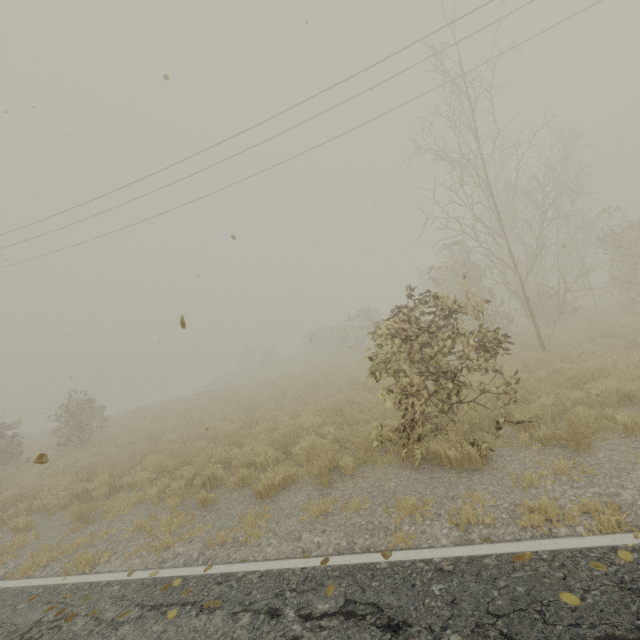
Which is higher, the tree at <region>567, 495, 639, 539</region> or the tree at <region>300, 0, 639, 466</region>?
the tree at <region>300, 0, 639, 466</region>

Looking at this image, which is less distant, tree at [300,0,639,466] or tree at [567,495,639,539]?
tree at [567,495,639,539]

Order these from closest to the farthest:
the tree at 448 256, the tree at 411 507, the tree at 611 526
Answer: the tree at 611 526, the tree at 411 507, the tree at 448 256

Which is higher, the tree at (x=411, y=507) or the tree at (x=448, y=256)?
the tree at (x=448, y=256)

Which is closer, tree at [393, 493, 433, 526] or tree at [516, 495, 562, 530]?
tree at [516, 495, 562, 530]

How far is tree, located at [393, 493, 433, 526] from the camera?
4.5 meters

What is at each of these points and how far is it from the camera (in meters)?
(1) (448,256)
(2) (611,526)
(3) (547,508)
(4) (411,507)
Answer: (1) tree, 15.31
(2) tree, 3.37
(3) tree, 3.94
(4) tree, 4.67

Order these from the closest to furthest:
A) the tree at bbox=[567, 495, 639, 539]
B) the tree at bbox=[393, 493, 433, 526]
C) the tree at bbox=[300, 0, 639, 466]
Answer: the tree at bbox=[567, 495, 639, 539] < the tree at bbox=[393, 493, 433, 526] < the tree at bbox=[300, 0, 639, 466]
